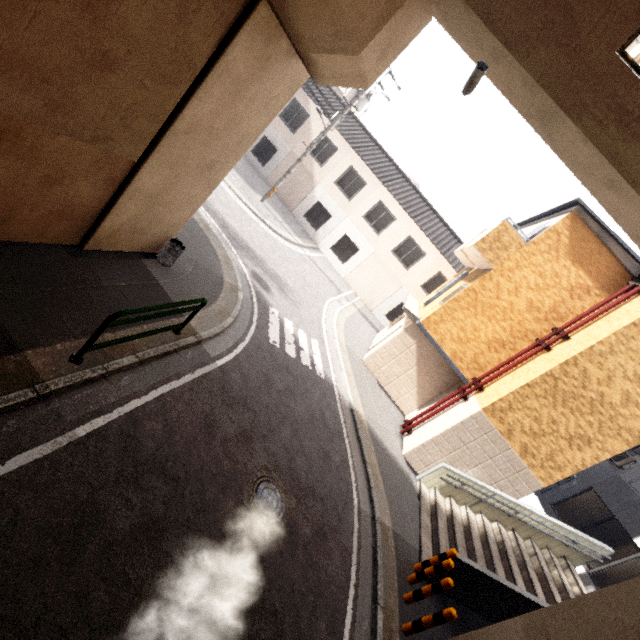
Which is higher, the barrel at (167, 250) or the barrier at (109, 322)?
the barrier at (109, 322)

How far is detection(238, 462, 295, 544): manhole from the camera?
5.3m

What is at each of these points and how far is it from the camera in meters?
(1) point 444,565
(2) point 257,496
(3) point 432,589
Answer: (1) bollard, 6.7
(2) manhole, 5.5
(3) bollard, 6.3

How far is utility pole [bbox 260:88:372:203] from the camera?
15.6m

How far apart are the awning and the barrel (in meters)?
8.38

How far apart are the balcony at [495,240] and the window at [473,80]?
6.3m

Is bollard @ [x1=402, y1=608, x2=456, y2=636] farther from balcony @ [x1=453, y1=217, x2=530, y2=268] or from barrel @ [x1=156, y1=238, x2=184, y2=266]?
balcony @ [x1=453, y1=217, x2=530, y2=268]

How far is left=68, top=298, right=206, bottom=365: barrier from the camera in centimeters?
428cm
